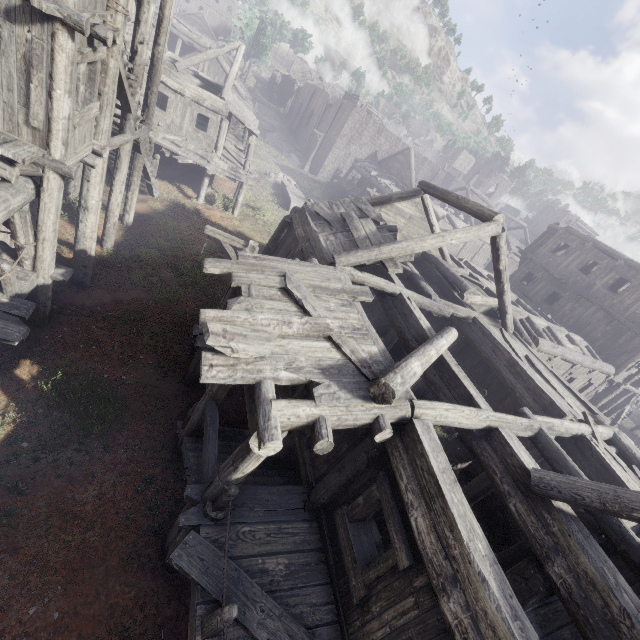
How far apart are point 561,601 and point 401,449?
3.33m

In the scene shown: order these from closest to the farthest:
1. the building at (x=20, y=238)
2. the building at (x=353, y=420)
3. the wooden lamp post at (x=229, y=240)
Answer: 1. the building at (x=353, y=420)
2. the building at (x=20, y=238)
3. the wooden lamp post at (x=229, y=240)

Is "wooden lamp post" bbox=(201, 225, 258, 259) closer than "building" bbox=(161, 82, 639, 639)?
No

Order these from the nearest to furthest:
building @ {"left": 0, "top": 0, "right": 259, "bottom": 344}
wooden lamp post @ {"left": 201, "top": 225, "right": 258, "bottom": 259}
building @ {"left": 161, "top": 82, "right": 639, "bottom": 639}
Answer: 1. building @ {"left": 161, "top": 82, "right": 639, "bottom": 639}
2. building @ {"left": 0, "top": 0, "right": 259, "bottom": 344}
3. wooden lamp post @ {"left": 201, "top": 225, "right": 258, "bottom": 259}

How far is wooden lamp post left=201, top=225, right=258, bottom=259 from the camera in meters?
9.0 m

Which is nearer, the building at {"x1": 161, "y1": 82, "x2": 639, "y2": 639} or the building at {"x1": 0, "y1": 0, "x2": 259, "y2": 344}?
the building at {"x1": 161, "y1": 82, "x2": 639, "y2": 639}

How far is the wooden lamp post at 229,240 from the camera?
8.98m
